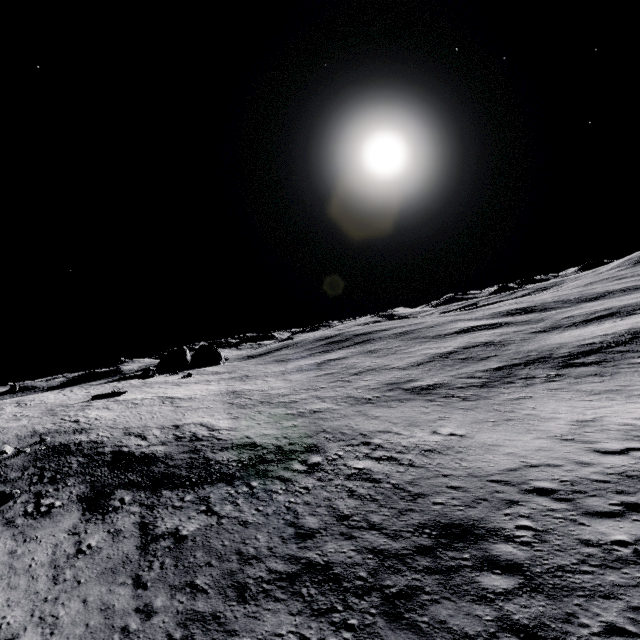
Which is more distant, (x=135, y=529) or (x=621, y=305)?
(x=621, y=305)
